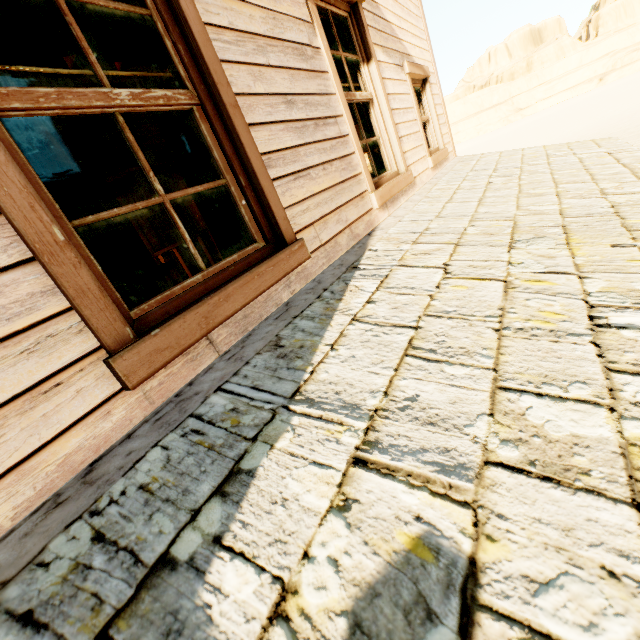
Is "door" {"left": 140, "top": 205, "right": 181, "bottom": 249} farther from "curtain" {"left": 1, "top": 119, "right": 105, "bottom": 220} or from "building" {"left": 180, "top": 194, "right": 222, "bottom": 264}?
"curtain" {"left": 1, "top": 119, "right": 105, "bottom": 220}

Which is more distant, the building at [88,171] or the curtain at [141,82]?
the building at [88,171]

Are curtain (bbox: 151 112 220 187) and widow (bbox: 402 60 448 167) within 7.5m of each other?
yes

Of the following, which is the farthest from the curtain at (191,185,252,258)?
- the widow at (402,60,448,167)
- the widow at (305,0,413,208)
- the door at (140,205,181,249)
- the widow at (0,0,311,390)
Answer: the door at (140,205,181,249)

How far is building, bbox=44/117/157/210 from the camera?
3.63m

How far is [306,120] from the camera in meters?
2.3

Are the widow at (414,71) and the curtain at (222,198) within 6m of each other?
yes

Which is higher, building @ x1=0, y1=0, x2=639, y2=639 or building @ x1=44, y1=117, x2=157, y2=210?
building @ x1=44, y1=117, x2=157, y2=210
